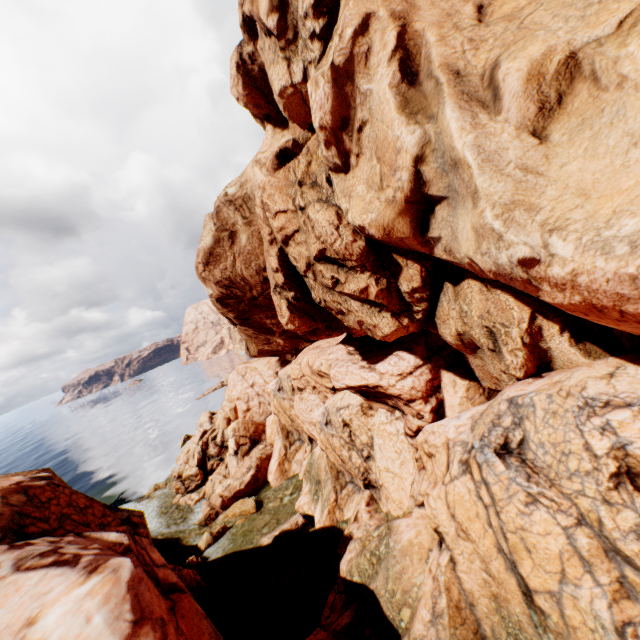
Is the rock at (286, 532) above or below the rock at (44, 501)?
below

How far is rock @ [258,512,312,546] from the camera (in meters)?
21.53

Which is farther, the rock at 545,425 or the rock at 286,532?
the rock at 286,532

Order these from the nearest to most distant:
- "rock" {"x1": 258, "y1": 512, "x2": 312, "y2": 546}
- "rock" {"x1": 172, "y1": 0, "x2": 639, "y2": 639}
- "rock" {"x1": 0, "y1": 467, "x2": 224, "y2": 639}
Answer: "rock" {"x1": 172, "y1": 0, "x2": 639, "y2": 639}
"rock" {"x1": 0, "y1": 467, "x2": 224, "y2": 639}
"rock" {"x1": 258, "y1": 512, "x2": 312, "y2": 546}

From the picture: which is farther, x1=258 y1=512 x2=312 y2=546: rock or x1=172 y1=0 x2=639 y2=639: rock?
x1=258 y1=512 x2=312 y2=546: rock

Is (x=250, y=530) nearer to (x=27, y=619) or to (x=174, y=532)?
(x=174, y=532)
